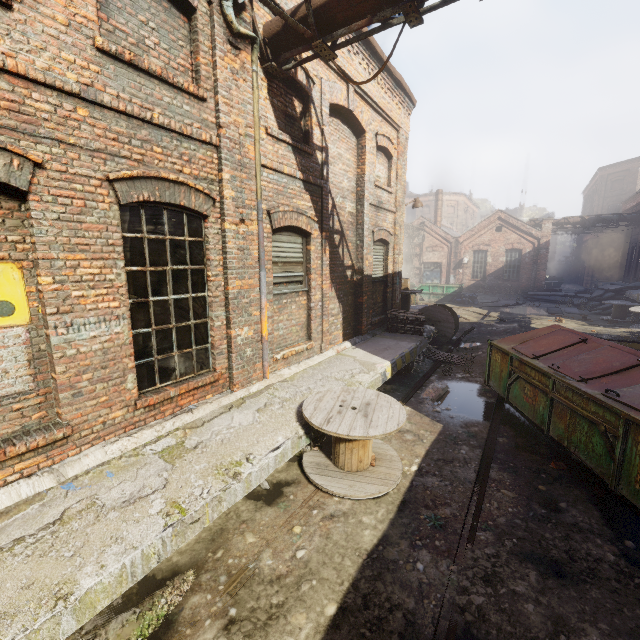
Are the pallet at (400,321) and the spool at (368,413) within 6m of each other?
yes

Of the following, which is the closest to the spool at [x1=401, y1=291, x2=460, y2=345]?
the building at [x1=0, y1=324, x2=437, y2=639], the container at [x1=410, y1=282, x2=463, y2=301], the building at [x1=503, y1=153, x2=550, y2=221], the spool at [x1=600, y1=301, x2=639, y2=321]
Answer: the building at [x1=0, y1=324, x2=437, y2=639]

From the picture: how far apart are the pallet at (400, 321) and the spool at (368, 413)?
5.1m

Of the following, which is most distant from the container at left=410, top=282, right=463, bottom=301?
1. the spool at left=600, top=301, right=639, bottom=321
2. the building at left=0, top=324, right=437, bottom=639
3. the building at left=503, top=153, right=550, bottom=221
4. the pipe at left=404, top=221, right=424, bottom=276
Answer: the building at left=503, top=153, right=550, bottom=221

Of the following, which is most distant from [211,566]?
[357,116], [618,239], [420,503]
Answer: [618,239]

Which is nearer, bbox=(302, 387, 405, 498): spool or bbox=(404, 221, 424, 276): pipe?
bbox=(302, 387, 405, 498): spool

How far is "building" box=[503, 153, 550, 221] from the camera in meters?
53.0

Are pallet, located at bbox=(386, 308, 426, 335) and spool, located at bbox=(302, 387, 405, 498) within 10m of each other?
yes
